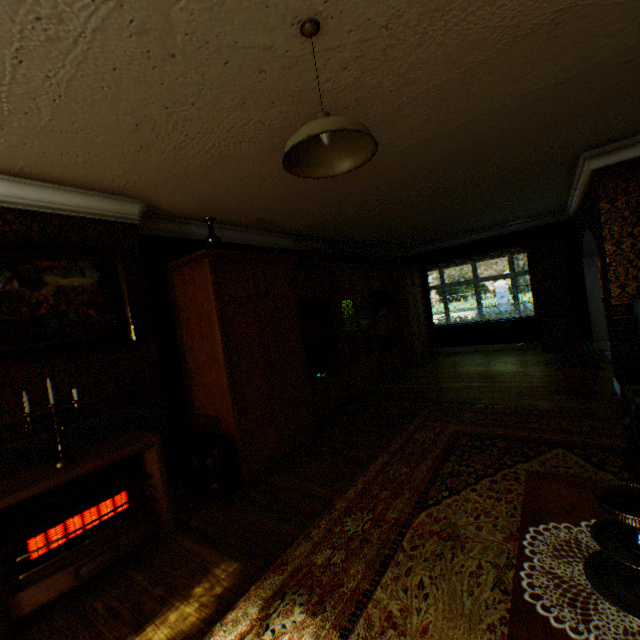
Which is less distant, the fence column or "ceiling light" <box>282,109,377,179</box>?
"ceiling light" <box>282,109,377,179</box>

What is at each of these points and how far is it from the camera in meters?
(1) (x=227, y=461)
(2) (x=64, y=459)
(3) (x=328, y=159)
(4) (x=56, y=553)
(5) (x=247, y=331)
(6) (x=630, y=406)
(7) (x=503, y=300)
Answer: (1) suitcase, 3.3 m
(2) candle holder, 2.5 m
(3) ceiling light, 1.8 m
(4) heater, 2.3 m
(5) cabinet, 3.7 m
(6) chair, 2.2 m
(7) fence column, 22.5 m

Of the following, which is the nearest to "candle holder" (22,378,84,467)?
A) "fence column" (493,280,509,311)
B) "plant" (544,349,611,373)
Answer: "plant" (544,349,611,373)

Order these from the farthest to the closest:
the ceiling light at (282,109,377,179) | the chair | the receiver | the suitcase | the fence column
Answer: the fence column < the receiver < the suitcase < the chair < the ceiling light at (282,109,377,179)

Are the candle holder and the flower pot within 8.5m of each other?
yes

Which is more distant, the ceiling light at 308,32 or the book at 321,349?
the book at 321,349

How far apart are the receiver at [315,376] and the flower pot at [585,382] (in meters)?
3.40

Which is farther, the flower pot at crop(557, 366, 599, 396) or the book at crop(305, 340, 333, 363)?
the book at crop(305, 340, 333, 363)
